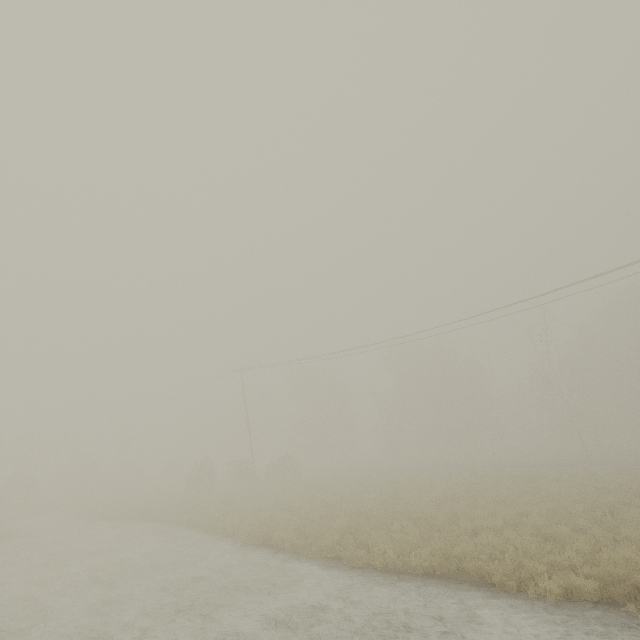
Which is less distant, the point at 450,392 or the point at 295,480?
the point at 295,480
